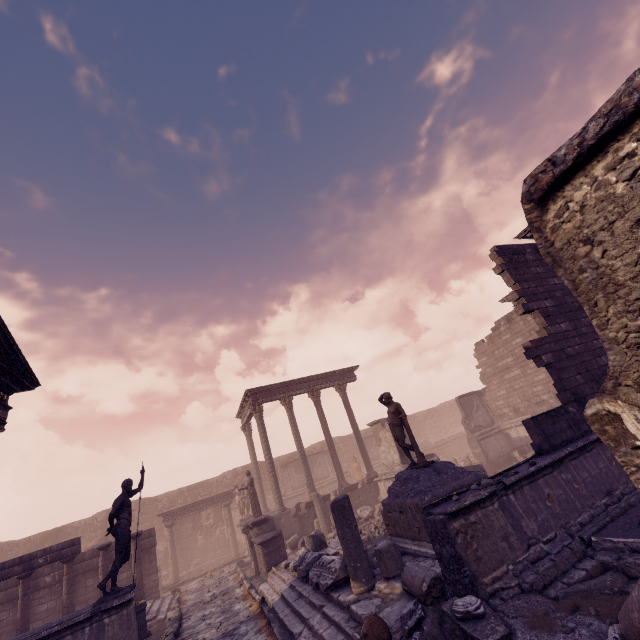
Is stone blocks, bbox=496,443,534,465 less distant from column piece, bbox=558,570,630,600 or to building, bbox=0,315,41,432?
column piece, bbox=558,570,630,600

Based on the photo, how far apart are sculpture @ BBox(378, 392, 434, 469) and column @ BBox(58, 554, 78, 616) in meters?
12.4

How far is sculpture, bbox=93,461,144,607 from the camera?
7.54m

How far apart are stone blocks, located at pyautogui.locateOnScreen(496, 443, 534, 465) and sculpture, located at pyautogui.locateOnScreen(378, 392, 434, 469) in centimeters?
1028cm

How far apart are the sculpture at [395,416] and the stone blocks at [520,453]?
10.28m

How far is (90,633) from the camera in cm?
700

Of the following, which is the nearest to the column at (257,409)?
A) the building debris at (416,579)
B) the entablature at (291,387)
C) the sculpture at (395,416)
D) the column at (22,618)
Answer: the entablature at (291,387)

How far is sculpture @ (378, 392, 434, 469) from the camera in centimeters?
869cm
